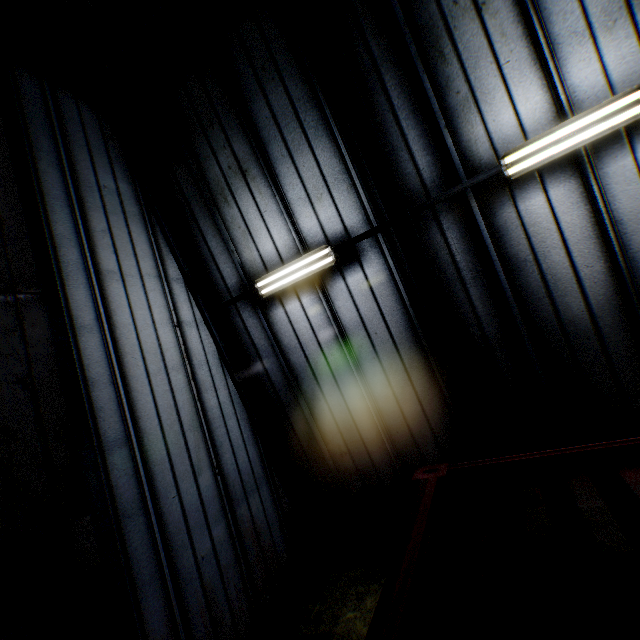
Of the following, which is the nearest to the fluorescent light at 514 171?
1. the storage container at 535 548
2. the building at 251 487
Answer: the building at 251 487

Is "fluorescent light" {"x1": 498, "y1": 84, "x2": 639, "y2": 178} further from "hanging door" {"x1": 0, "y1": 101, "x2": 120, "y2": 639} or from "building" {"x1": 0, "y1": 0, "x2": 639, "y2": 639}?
"hanging door" {"x1": 0, "y1": 101, "x2": 120, "y2": 639}

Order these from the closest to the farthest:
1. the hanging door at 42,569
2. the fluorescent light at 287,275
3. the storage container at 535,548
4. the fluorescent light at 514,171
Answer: the storage container at 535,548
the hanging door at 42,569
the fluorescent light at 514,171
the fluorescent light at 287,275

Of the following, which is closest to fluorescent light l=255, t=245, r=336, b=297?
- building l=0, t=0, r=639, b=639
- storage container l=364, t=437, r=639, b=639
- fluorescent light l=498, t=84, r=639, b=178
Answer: building l=0, t=0, r=639, b=639

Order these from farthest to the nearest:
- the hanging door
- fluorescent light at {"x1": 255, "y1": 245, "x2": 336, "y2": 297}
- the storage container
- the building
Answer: fluorescent light at {"x1": 255, "y1": 245, "x2": 336, "y2": 297}, the building, the hanging door, the storage container

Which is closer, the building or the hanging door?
the hanging door

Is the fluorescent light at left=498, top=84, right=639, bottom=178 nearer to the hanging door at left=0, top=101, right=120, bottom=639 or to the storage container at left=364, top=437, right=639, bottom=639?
the storage container at left=364, top=437, right=639, bottom=639

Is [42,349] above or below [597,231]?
above
